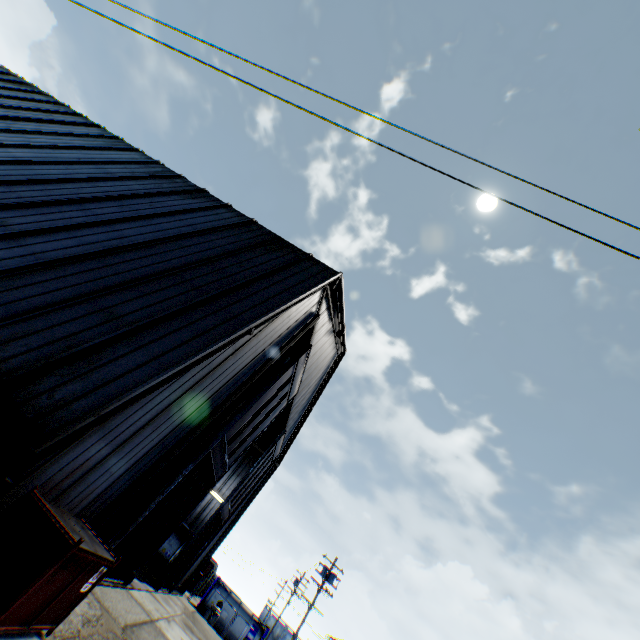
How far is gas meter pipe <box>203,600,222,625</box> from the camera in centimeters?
2648cm

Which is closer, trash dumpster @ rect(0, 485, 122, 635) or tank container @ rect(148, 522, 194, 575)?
trash dumpster @ rect(0, 485, 122, 635)

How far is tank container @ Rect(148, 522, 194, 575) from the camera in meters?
21.9 m

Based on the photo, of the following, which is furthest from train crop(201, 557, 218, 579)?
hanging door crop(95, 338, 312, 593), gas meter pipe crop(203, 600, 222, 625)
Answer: hanging door crop(95, 338, 312, 593)

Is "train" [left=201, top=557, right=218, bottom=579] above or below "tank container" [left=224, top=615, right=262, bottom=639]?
above

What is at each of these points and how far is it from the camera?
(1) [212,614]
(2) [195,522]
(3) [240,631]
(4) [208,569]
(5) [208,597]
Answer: (1) gas meter pipe, 26.4m
(2) building, 26.5m
(3) tank container, 30.4m
(4) train, 40.5m
(5) tank container, 31.5m

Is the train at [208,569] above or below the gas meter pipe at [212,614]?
above

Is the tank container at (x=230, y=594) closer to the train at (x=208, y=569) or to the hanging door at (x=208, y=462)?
the train at (x=208, y=569)
